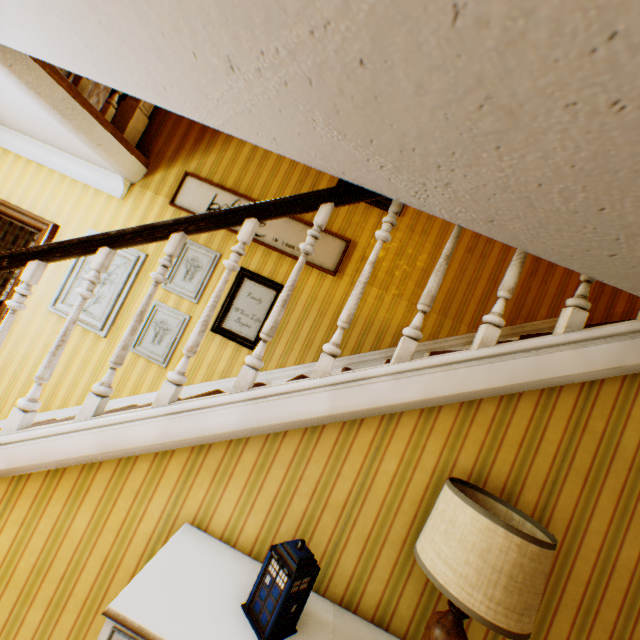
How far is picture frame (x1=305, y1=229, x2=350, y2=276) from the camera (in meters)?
3.34

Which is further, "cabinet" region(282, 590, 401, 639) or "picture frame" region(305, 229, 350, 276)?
"picture frame" region(305, 229, 350, 276)

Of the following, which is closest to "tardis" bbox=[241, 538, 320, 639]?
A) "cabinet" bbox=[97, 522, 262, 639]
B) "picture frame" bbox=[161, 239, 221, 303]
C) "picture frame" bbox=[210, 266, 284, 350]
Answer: "cabinet" bbox=[97, 522, 262, 639]

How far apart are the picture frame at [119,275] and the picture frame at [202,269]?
0.29m

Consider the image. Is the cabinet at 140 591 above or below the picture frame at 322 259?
below

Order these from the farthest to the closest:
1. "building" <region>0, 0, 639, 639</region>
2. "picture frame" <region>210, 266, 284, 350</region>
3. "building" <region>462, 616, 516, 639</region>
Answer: "picture frame" <region>210, 266, 284, 350</region>
"building" <region>462, 616, 516, 639</region>
"building" <region>0, 0, 639, 639</region>

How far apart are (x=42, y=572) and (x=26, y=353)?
2.8 meters

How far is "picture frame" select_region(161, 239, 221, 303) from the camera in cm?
342
